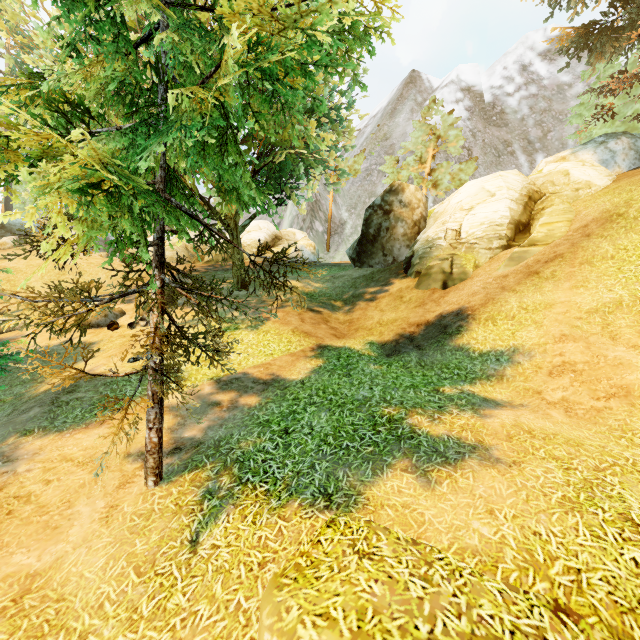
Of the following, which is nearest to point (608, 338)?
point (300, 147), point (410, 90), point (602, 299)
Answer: point (602, 299)

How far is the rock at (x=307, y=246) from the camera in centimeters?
2798cm

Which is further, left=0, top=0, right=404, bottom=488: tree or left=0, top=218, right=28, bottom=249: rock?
left=0, top=218, right=28, bottom=249: rock

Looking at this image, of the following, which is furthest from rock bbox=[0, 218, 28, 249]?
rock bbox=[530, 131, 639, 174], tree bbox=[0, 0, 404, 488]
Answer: rock bbox=[530, 131, 639, 174]

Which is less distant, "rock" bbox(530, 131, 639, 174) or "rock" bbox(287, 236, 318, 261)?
"rock" bbox(530, 131, 639, 174)

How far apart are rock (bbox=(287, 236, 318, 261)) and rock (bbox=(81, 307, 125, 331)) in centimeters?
1490cm

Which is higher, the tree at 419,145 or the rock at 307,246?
the tree at 419,145

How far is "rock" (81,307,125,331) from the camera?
13.56m
